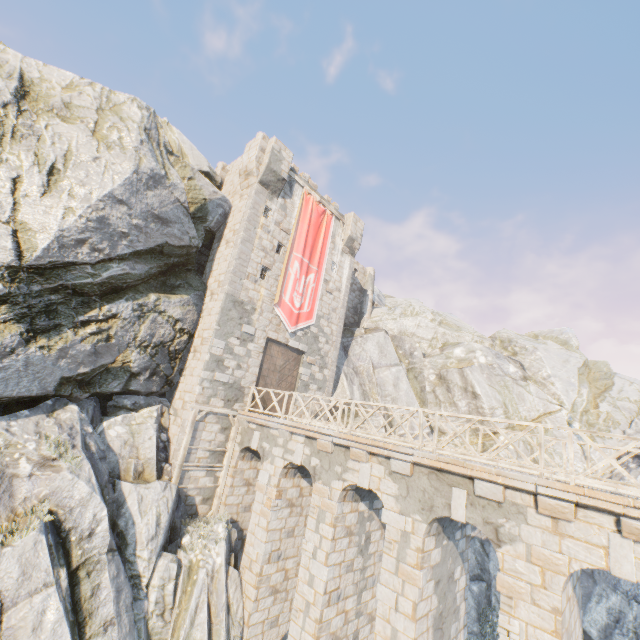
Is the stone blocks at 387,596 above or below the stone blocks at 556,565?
below

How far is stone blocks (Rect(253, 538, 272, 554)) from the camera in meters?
11.9 m

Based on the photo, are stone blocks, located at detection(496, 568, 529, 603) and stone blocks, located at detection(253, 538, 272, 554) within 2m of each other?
no

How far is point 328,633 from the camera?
10.0m

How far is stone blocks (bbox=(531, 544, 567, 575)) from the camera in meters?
6.7

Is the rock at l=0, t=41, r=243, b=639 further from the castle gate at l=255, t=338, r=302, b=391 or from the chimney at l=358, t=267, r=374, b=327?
the castle gate at l=255, t=338, r=302, b=391

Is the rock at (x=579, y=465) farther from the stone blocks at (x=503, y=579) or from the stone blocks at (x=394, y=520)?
the stone blocks at (x=394, y=520)
